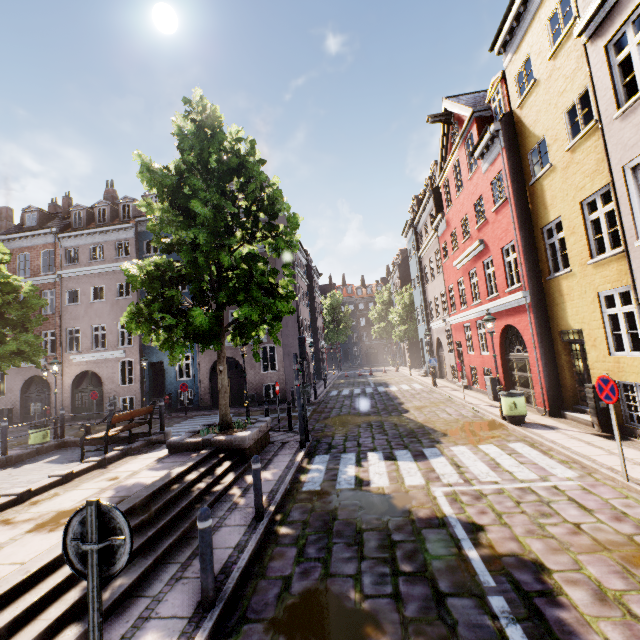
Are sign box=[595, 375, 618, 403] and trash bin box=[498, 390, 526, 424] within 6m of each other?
yes

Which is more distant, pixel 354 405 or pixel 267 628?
pixel 354 405

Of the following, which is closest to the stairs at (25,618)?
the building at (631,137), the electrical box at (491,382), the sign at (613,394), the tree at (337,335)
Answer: the sign at (613,394)

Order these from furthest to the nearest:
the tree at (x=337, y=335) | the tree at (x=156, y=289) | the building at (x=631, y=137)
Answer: the tree at (x=337, y=335)
the tree at (x=156, y=289)
the building at (x=631, y=137)

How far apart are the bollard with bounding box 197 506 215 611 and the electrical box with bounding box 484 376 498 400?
14.17m

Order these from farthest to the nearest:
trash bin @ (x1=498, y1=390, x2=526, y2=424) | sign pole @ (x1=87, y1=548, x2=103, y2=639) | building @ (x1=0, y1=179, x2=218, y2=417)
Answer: building @ (x1=0, y1=179, x2=218, y2=417) → trash bin @ (x1=498, y1=390, x2=526, y2=424) → sign pole @ (x1=87, y1=548, x2=103, y2=639)

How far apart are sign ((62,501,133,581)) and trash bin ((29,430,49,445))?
15.4 meters

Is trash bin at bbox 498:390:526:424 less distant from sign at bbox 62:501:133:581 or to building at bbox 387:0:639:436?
building at bbox 387:0:639:436
